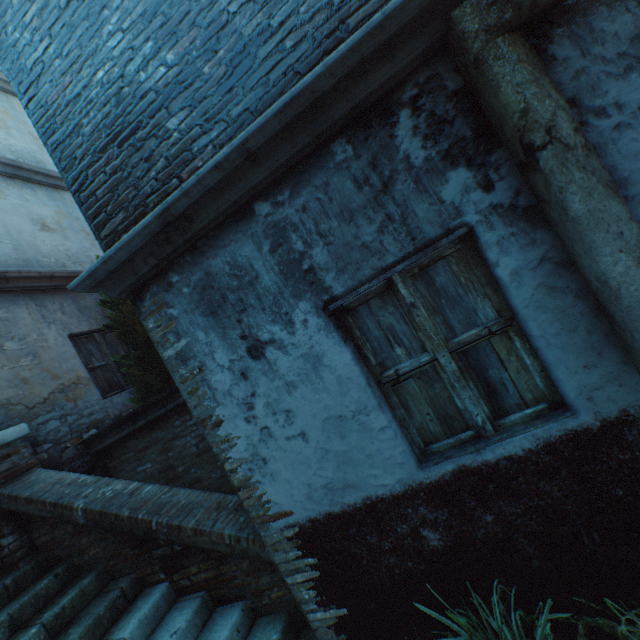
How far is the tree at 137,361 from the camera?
5.4m

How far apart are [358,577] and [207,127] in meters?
3.6

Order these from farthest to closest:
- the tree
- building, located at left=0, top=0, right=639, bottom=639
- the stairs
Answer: the tree
the stairs
building, located at left=0, top=0, right=639, bottom=639

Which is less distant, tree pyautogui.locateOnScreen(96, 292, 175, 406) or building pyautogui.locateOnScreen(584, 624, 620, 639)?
building pyautogui.locateOnScreen(584, 624, 620, 639)

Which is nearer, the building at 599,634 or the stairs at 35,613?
the building at 599,634

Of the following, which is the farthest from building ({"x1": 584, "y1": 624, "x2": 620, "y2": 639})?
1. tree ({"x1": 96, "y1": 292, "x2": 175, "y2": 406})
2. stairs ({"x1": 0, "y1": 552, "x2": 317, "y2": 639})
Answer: tree ({"x1": 96, "y1": 292, "x2": 175, "y2": 406})

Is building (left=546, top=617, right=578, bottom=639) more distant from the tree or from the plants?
the tree
